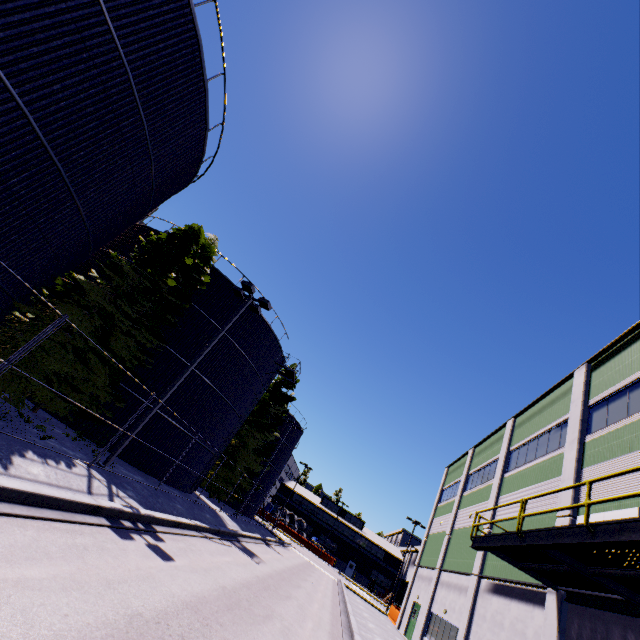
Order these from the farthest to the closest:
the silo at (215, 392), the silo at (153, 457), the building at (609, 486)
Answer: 1. the silo at (215, 392)
2. the silo at (153, 457)
3. the building at (609, 486)

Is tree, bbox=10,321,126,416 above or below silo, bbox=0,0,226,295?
below

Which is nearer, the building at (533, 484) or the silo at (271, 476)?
the building at (533, 484)

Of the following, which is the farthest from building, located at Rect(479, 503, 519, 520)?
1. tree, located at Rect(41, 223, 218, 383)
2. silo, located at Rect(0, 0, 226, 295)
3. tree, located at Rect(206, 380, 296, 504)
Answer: tree, located at Rect(41, 223, 218, 383)

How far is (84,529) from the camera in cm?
677

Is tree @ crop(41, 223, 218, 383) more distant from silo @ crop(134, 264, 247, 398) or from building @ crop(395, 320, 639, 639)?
building @ crop(395, 320, 639, 639)

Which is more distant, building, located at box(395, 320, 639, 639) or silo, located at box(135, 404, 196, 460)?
silo, located at box(135, 404, 196, 460)

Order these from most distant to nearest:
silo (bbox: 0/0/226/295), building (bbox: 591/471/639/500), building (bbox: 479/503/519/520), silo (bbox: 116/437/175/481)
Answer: silo (bbox: 116/437/175/481) < building (bbox: 479/503/519/520) < building (bbox: 591/471/639/500) < silo (bbox: 0/0/226/295)
